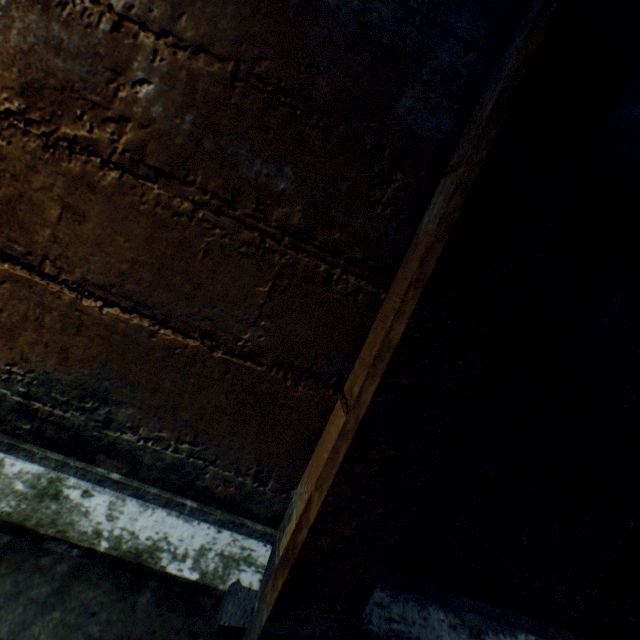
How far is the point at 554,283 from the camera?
0.9m

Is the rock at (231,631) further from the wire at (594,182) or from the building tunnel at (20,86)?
the wire at (594,182)

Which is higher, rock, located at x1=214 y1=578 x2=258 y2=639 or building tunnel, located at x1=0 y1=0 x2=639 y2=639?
building tunnel, located at x1=0 y1=0 x2=639 y2=639

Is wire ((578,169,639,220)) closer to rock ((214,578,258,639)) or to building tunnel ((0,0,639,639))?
building tunnel ((0,0,639,639))

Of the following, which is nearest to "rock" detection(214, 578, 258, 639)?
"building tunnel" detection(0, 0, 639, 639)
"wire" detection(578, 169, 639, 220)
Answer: "building tunnel" detection(0, 0, 639, 639)
